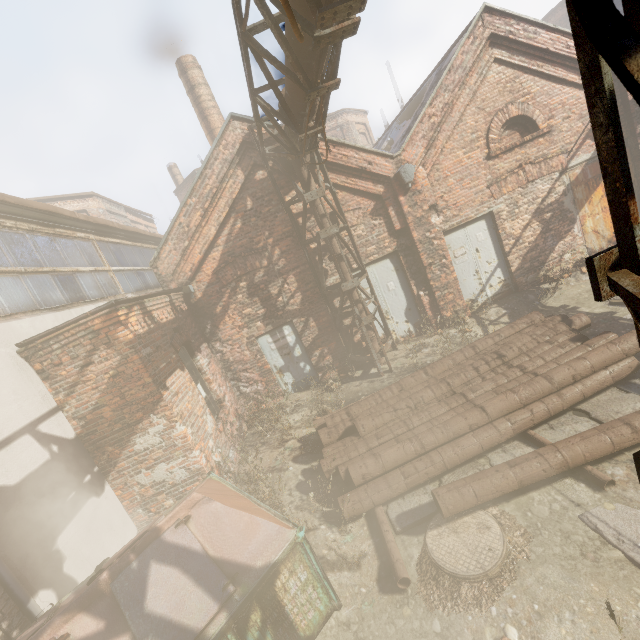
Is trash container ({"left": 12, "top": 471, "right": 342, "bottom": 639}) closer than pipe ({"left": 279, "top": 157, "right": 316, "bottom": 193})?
Yes

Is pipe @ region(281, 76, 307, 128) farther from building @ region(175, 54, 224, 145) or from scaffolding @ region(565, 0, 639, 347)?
building @ region(175, 54, 224, 145)

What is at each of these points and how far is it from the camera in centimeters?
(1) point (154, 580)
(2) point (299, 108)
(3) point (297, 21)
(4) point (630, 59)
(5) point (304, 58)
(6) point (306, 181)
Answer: (1) trash container, 286cm
(2) pipe, 507cm
(3) scaffolding, 259cm
(4) scaffolding, 76cm
(5) pipe, 384cm
(6) pipe, 772cm

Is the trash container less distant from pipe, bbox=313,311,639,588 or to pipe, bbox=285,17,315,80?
pipe, bbox=313,311,639,588

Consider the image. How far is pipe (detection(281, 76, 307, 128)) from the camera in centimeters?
457cm

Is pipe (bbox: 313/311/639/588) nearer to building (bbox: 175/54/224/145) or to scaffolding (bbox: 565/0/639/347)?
scaffolding (bbox: 565/0/639/347)

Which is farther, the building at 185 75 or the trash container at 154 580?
the building at 185 75

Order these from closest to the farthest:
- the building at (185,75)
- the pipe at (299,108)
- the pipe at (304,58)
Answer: the pipe at (304,58) → the pipe at (299,108) → the building at (185,75)
